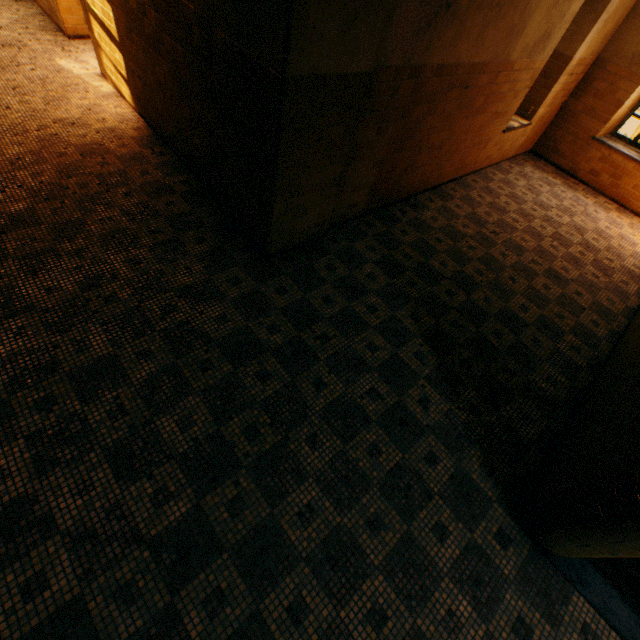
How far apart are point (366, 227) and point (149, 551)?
4.5 meters
